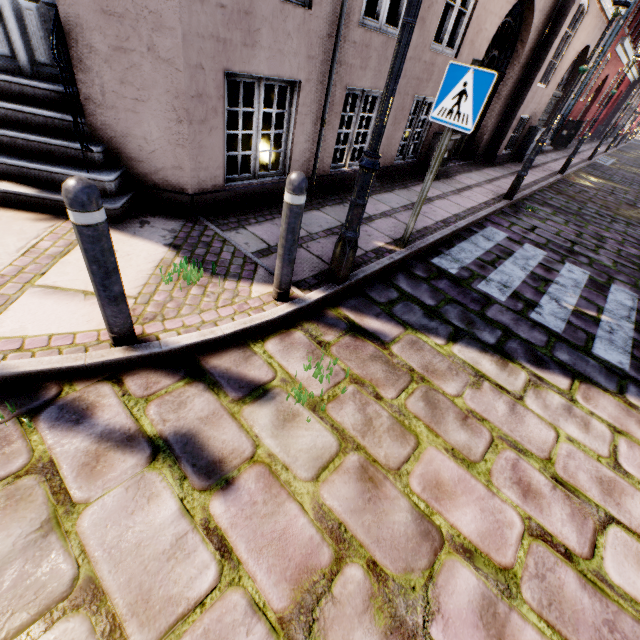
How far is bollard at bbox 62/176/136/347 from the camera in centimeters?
156cm

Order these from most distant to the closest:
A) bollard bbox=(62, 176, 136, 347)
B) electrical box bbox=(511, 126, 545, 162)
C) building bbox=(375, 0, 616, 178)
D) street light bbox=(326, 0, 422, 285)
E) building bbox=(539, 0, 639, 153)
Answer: building bbox=(539, 0, 639, 153)
electrical box bbox=(511, 126, 545, 162)
building bbox=(375, 0, 616, 178)
street light bbox=(326, 0, 422, 285)
bollard bbox=(62, 176, 136, 347)

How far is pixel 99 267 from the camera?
1.8m

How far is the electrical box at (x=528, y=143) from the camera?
10.53m

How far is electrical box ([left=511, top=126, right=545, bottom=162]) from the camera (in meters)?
10.53

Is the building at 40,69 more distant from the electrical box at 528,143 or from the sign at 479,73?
the sign at 479,73

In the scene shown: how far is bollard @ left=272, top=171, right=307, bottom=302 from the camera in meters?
2.3

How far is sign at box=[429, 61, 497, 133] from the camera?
3.0m
